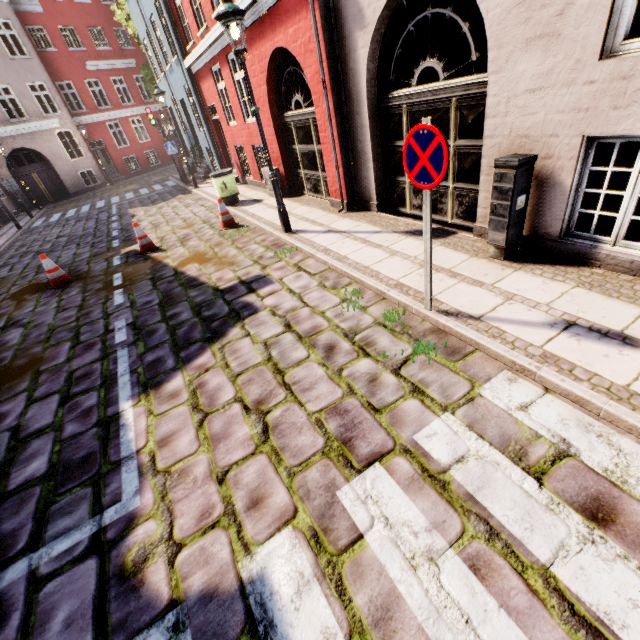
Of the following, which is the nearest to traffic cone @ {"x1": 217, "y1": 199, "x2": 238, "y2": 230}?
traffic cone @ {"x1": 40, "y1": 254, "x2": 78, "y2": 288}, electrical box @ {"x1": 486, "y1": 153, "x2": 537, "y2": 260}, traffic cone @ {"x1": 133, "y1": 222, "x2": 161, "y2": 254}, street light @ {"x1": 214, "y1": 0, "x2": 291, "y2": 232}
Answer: traffic cone @ {"x1": 133, "y1": 222, "x2": 161, "y2": 254}

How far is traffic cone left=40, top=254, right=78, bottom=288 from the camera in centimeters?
731cm

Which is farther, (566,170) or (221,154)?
(221,154)

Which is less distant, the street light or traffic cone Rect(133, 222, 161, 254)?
the street light

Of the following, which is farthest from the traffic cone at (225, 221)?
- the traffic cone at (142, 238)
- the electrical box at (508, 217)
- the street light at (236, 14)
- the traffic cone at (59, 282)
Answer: the electrical box at (508, 217)

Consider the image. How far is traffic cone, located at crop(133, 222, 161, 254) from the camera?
8.1m

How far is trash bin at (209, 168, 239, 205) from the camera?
9.9 meters

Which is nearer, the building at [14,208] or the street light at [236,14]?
the street light at [236,14]
